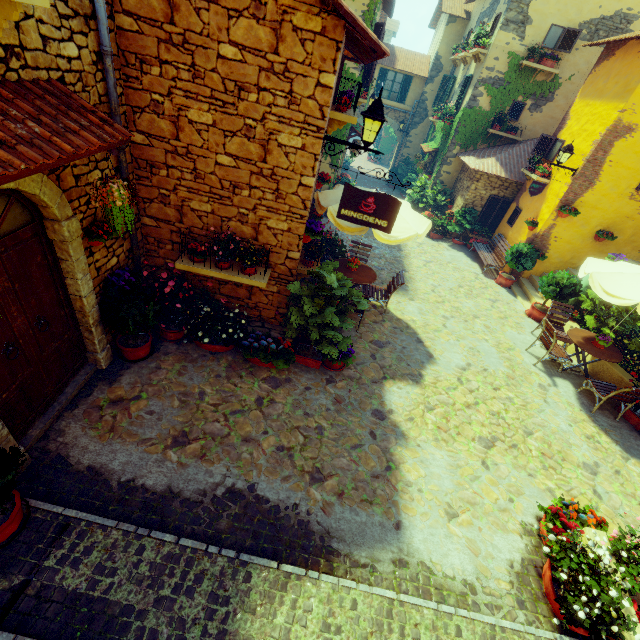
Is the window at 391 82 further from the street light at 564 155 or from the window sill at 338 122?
the window sill at 338 122

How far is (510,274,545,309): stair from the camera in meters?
11.0

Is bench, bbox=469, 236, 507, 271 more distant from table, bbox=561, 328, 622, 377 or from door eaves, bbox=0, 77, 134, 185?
door eaves, bbox=0, 77, 134, 185

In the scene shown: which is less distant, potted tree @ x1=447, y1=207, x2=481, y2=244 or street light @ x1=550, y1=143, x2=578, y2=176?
street light @ x1=550, y1=143, x2=578, y2=176

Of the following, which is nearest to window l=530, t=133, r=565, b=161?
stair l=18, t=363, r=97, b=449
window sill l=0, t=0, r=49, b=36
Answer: window sill l=0, t=0, r=49, b=36

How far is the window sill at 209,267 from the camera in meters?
5.3

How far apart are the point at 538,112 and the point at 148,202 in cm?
1680

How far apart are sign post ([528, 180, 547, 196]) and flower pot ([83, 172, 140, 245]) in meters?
12.0
